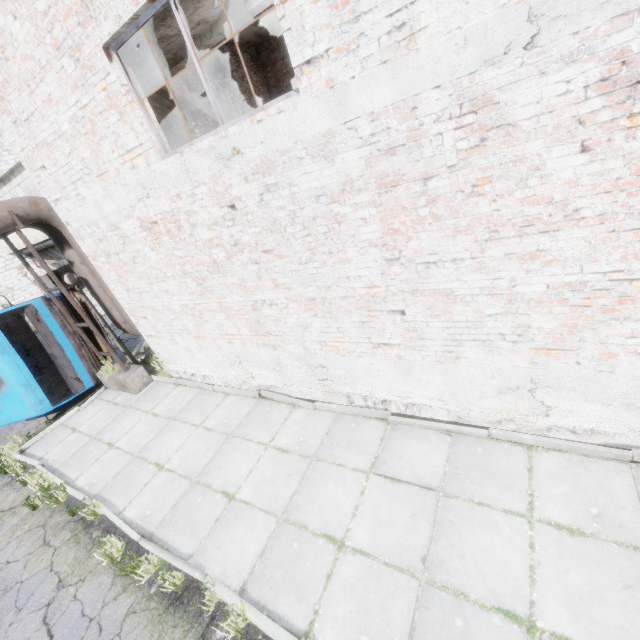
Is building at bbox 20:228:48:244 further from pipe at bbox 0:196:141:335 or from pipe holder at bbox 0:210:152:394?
pipe holder at bbox 0:210:152:394

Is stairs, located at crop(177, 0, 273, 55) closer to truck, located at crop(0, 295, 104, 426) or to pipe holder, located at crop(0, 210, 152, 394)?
pipe holder, located at crop(0, 210, 152, 394)

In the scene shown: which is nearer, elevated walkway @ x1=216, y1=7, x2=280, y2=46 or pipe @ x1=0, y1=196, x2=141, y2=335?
pipe @ x1=0, y1=196, x2=141, y2=335

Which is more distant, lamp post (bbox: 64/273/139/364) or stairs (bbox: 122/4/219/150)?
lamp post (bbox: 64/273/139/364)

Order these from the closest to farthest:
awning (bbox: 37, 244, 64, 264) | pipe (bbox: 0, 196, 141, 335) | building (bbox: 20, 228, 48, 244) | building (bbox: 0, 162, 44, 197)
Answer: pipe (bbox: 0, 196, 141, 335) < building (bbox: 0, 162, 44, 197) < building (bbox: 20, 228, 48, 244) < awning (bbox: 37, 244, 64, 264)

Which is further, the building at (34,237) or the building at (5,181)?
the building at (34,237)

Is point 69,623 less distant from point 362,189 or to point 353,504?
point 353,504

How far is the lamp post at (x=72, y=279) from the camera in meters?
8.4
